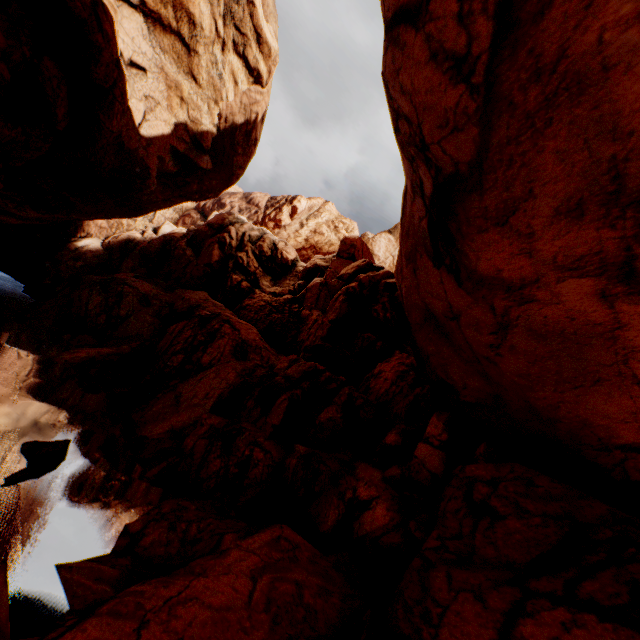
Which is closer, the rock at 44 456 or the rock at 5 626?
the rock at 5 626

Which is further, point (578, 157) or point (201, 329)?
point (201, 329)

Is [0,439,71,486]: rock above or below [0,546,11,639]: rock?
above

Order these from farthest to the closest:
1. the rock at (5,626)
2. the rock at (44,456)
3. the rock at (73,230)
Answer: the rock at (44,456), the rock at (5,626), the rock at (73,230)

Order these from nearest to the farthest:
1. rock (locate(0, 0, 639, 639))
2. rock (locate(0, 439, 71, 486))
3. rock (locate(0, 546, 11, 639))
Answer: rock (locate(0, 0, 639, 639))
rock (locate(0, 546, 11, 639))
rock (locate(0, 439, 71, 486))

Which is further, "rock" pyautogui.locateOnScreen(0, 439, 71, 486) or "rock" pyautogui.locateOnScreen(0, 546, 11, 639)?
"rock" pyautogui.locateOnScreen(0, 439, 71, 486)
